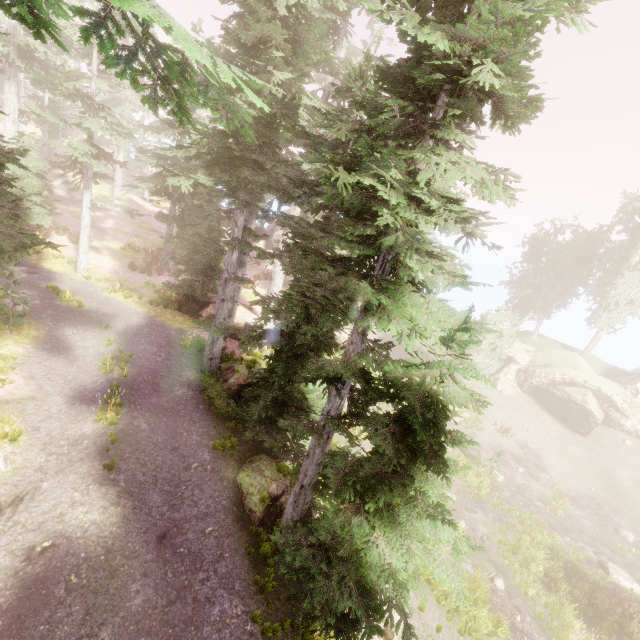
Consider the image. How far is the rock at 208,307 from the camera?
18.8 meters

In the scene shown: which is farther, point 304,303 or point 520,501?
point 520,501

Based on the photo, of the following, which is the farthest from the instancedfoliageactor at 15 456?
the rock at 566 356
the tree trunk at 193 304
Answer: the tree trunk at 193 304

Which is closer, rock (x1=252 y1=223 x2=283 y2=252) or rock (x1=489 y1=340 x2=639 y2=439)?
rock (x1=489 y1=340 x2=639 y2=439)

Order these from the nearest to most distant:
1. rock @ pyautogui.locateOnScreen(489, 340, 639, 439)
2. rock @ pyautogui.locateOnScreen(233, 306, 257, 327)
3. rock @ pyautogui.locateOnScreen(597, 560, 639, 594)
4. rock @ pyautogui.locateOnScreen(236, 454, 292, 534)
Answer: rock @ pyautogui.locateOnScreen(236, 454, 292, 534) → rock @ pyautogui.locateOnScreen(597, 560, 639, 594) → rock @ pyautogui.locateOnScreen(233, 306, 257, 327) → rock @ pyautogui.locateOnScreen(489, 340, 639, 439)

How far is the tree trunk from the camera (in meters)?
19.28

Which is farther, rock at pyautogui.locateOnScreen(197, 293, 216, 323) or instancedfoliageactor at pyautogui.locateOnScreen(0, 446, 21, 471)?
rock at pyautogui.locateOnScreen(197, 293, 216, 323)

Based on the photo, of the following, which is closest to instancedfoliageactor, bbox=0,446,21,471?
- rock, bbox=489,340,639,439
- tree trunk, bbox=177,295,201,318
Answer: rock, bbox=489,340,639,439
